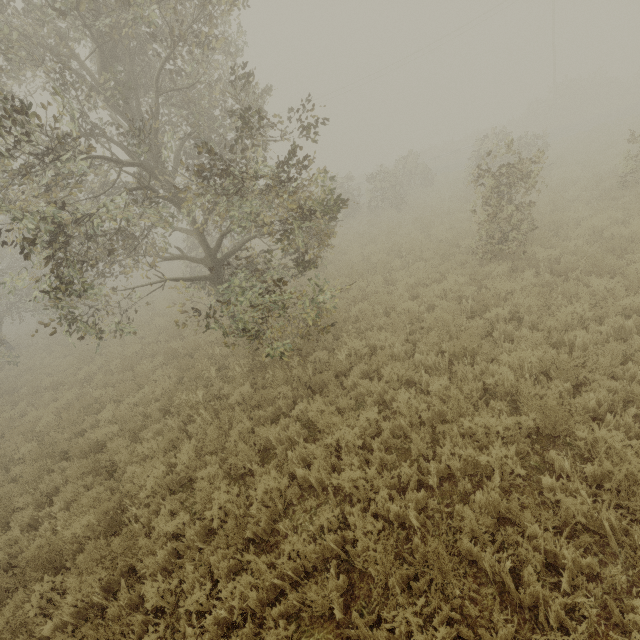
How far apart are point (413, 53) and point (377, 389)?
40.13m

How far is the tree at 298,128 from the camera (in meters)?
6.50

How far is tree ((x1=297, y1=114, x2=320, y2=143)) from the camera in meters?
6.5 m

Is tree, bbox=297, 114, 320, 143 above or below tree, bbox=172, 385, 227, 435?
above

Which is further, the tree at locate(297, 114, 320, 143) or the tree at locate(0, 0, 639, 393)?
the tree at locate(297, 114, 320, 143)

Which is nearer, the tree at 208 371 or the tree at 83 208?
the tree at 83 208
